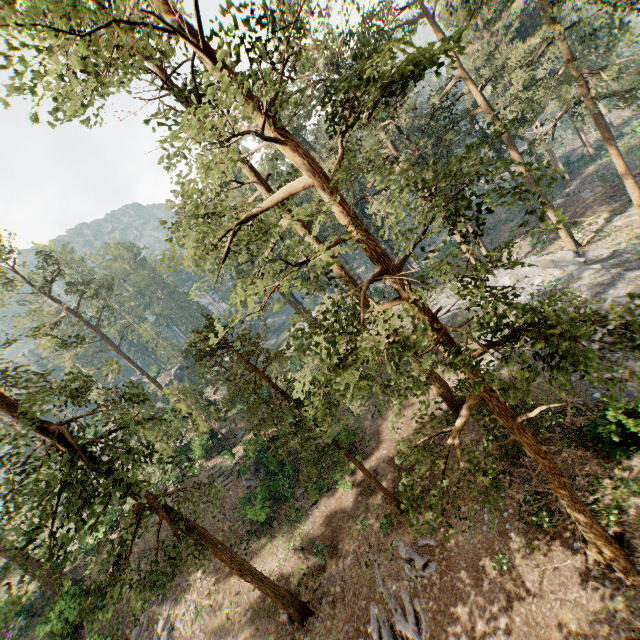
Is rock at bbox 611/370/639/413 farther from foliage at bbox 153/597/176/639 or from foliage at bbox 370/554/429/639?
foliage at bbox 153/597/176/639

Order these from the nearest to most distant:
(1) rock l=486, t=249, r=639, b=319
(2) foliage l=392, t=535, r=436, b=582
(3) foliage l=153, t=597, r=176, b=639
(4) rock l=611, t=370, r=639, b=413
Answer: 1. (4) rock l=611, t=370, r=639, b=413
2. (2) foliage l=392, t=535, r=436, b=582
3. (3) foliage l=153, t=597, r=176, b=639
4. (1) rock l=486, t=249, r=639, b=319

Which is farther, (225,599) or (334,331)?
(225,599)

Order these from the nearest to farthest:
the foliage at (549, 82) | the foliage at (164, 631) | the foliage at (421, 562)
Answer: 1. the foliage at (549, 82)
2. the foliage at (421, 562)
3. the foliage at (164, 631)

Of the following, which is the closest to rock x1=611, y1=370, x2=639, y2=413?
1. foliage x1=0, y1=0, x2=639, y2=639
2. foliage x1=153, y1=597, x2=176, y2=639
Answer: foliage x1=0, y1=0, x2=639, y2=639

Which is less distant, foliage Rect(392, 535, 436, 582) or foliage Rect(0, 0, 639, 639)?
foliage Rect(0, 0, 639, 639)

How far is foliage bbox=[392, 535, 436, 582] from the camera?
14.7m

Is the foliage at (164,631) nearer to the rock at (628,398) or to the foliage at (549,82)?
the foliage at (549,82)
